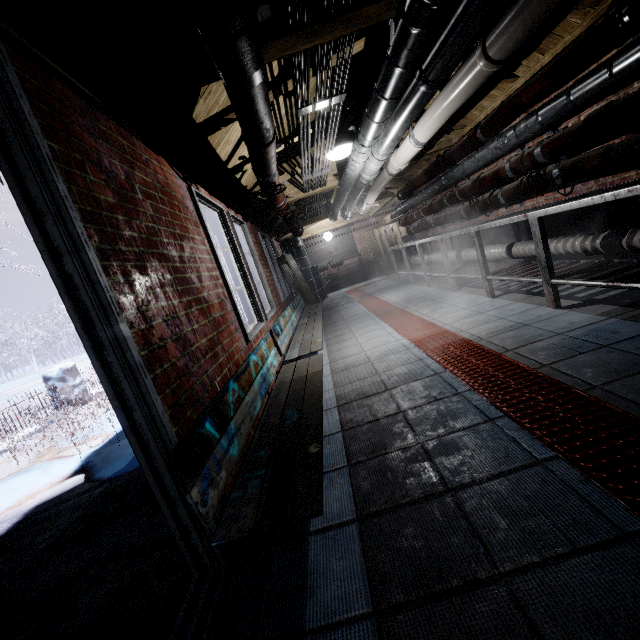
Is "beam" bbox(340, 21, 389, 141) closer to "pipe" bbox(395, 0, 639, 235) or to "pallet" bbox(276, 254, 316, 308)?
"pipe" bbox(395, 0, 639, 235)

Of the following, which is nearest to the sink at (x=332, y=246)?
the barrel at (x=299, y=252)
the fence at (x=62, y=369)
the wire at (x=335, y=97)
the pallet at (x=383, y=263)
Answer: the barrel at (x=299, y=252)

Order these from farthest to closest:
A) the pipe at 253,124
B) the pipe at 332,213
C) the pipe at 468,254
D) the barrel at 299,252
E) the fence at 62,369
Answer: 1. the barrel at 299,252
2. the fence at 62,369
3. the pipe at 468,254
4. the pipe at 332,213
5. the pipe at 253,124

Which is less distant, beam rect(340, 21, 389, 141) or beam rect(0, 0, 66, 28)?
beam rect(0, 0, 66, 28)

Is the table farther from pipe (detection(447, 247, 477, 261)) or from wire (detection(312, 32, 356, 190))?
wire (detection(312, 32, 356, 190))

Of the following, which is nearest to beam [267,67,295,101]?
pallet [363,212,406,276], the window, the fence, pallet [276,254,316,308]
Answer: the window

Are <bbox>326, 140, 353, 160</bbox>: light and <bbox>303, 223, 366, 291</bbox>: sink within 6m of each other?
no

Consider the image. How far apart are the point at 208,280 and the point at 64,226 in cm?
117
